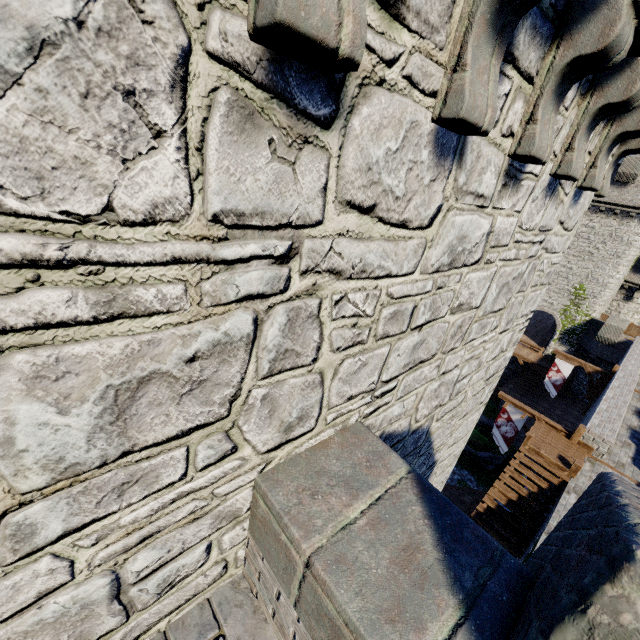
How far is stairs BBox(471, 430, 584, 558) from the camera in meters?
11.3

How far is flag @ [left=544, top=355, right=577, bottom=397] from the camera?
21.6m

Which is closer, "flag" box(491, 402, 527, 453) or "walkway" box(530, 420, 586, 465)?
"walkway" box(530, 420, 586, 465)

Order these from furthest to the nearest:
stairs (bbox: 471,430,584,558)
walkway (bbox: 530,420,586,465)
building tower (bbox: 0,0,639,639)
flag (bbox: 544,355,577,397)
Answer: flag (bbox: 544,355,577,397) < walkway (bbox: 530,420,586,465) < stairs (bbox: 471,430,584,558) < building tower (bbox: 0,0,639,639)

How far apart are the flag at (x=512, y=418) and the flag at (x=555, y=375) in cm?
902

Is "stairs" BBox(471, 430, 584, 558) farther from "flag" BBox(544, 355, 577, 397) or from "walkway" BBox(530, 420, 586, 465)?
"flag" BBox(544, 355, 577, 397)

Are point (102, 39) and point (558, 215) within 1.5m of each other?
no

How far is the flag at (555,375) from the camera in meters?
21.6 m
